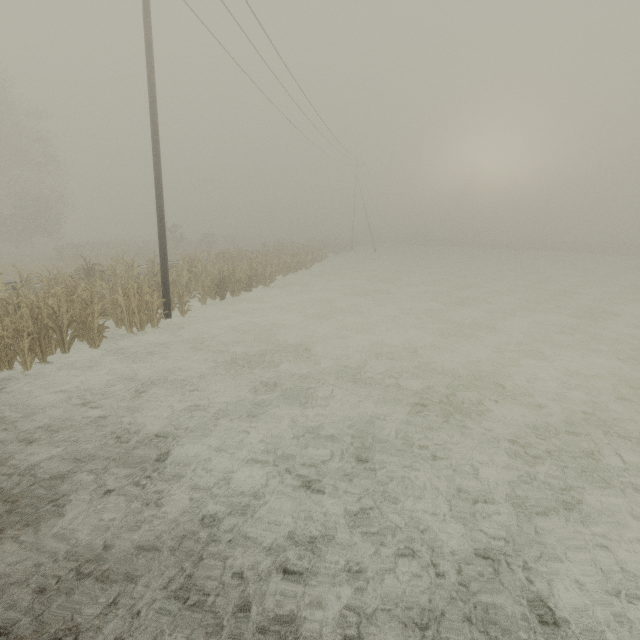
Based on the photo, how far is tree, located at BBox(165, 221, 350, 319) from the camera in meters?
15.1

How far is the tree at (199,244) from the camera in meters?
15.1

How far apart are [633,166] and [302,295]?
77.4m

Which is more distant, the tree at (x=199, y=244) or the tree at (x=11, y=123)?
the tree at (x=199, y=244)

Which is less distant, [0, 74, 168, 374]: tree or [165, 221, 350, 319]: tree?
[0, 74, 168, 374]: tree
